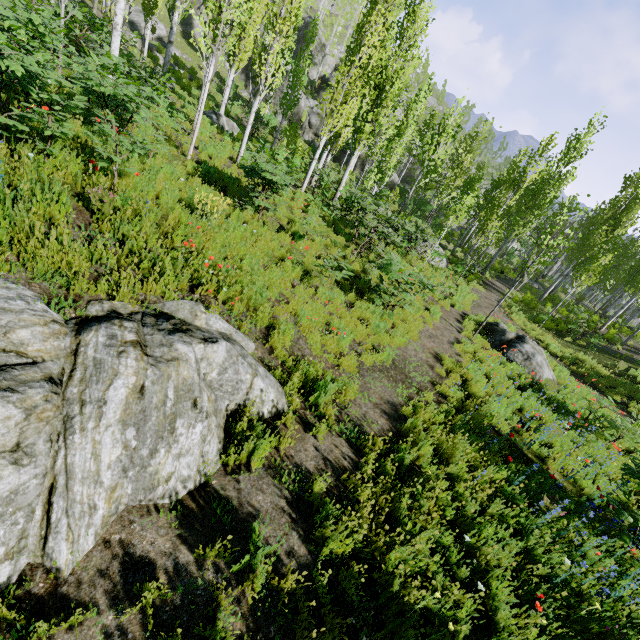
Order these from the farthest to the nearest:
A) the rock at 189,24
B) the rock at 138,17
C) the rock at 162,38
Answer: the rock at 189,24 < the rock at 162,38 < the rock at 138,17

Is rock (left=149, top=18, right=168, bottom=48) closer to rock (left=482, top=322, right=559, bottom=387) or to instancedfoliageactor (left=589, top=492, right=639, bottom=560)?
instancedfoliageactor (left=589, top=492, right=639, bottom=560)

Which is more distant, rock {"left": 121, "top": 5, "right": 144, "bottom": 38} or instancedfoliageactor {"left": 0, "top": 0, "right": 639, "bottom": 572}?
rock {"left": 121, "top": 5, "right": 144, "bottom": 38}

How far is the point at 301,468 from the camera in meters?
4.3

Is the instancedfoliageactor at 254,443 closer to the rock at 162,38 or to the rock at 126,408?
the rock at 126,408

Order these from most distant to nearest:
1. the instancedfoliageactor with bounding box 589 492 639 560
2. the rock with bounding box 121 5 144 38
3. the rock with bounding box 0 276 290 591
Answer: the rock with bounding box 121 5 144 38 < the instancedfoliageactor with bounding box 589 492 639 560 < the rock with bounding box 0 276 290 591

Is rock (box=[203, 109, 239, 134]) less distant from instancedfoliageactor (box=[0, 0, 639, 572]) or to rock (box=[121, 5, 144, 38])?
instancedfoliageactor (box=[0, 0, 639, 572])

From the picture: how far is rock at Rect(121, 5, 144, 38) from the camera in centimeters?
2318cm
